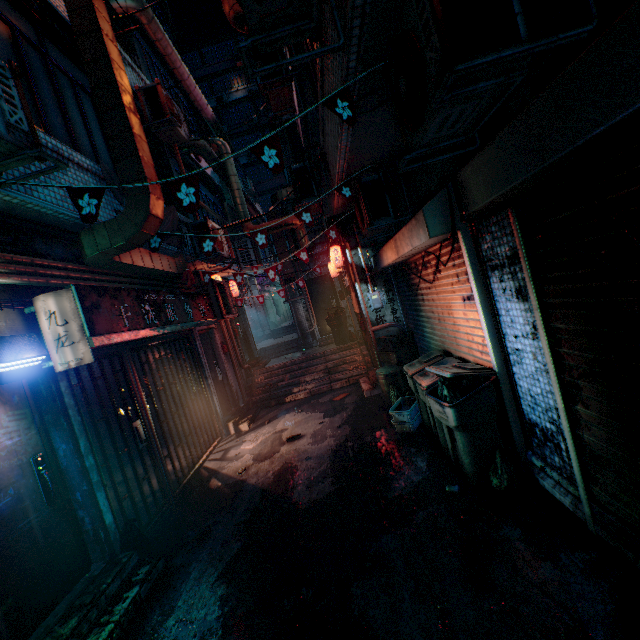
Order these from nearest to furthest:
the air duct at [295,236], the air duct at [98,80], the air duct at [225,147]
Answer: the air duct at [98,80], the air duct at [225,147], the air duct at [295,236]

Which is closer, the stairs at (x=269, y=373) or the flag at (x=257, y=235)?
the flag at (x=257, y=235)

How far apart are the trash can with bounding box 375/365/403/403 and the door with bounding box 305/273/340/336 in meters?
5.0

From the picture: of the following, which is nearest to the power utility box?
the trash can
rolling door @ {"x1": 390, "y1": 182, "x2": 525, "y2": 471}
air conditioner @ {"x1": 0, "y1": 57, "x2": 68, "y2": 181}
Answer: rolling door @ {"x1": 390, "y1": 182, "x2": 525, "y2": 471}

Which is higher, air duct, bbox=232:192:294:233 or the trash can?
air duct, bbox=232:192:294:233

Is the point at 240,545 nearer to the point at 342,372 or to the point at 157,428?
the point at 157,428

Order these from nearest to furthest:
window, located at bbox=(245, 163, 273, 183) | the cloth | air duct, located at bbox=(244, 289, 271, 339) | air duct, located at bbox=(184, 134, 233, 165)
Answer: the cloth < air duct, located at bbox=(184, 134, 233, 165) < air duct, located at bbox=(244, 289, 271, 339) < window, located at bbox=(245, 163, 273, 183)

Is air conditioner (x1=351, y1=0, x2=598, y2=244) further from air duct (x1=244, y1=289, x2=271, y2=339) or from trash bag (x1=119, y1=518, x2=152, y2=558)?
air duct (x1=244, y1=289, x2=271, y2=339)
